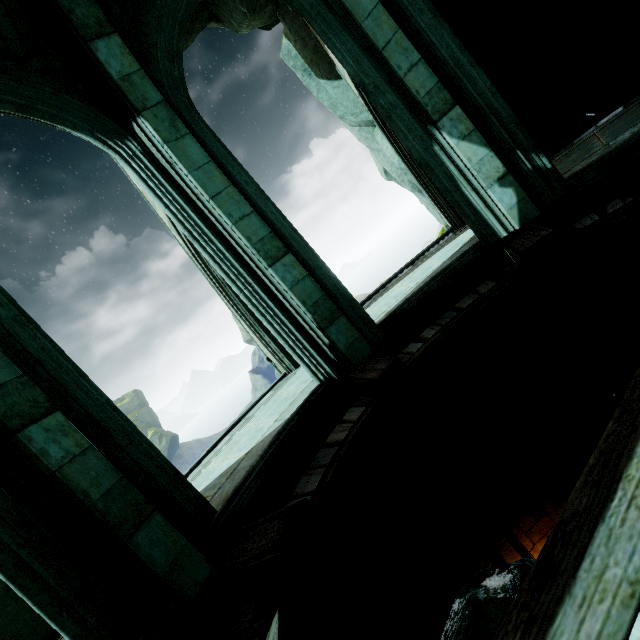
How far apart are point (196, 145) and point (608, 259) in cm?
563

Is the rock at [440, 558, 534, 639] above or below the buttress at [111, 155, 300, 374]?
below

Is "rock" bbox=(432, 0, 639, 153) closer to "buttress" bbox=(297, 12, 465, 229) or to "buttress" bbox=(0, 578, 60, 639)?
"buttress" bbox=(297, 12, 465, 229)

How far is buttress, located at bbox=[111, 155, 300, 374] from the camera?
6.82m

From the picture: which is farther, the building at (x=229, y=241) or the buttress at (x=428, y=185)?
the buttress at (x=428, y=185)

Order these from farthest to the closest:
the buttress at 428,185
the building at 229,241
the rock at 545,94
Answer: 1. the buttress at 428,185
2. the rock at 545,94
3. the building at 229,241

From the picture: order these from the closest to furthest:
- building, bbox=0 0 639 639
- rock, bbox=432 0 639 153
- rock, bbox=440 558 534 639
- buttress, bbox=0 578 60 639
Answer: building, bbox=0 0 639 639 → rock, bbox=440 558 534 639 → buttress, bbox=0 578 60 639 → rock, bbox=432 0 639 153

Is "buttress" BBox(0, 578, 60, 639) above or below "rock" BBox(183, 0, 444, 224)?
below
